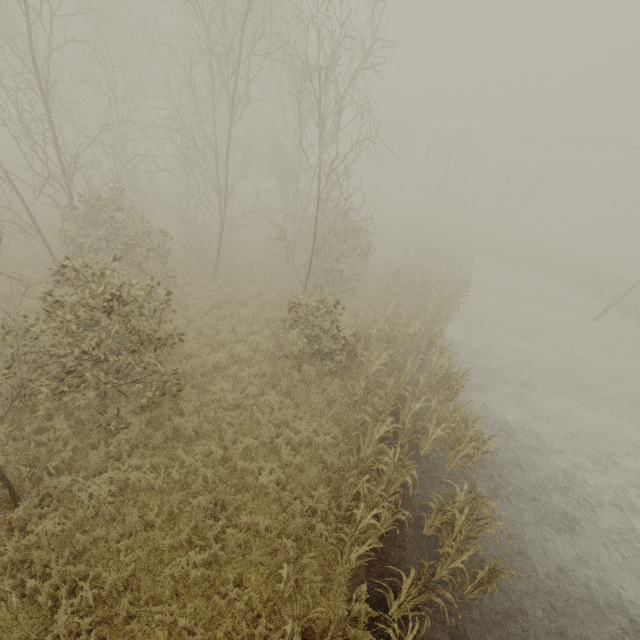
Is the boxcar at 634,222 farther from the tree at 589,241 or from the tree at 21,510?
the tree at 21,510

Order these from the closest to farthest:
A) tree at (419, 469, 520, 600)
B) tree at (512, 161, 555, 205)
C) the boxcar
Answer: tree at (419, 469, 520, 600), tree at (512, 161, 555, 205), the boxcar

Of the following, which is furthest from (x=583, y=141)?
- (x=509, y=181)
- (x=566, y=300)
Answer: (x=566, y=300)

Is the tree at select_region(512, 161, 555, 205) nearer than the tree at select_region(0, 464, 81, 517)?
No

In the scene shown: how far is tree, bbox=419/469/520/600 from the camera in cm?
583

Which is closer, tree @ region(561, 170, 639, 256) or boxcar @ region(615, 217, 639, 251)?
tree @ region(561, 170, 639, 256)

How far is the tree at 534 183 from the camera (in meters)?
31.70

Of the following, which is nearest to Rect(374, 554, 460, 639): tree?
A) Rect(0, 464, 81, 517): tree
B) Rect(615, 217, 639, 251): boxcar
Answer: Rect(0, 464, 81, 517): tree
